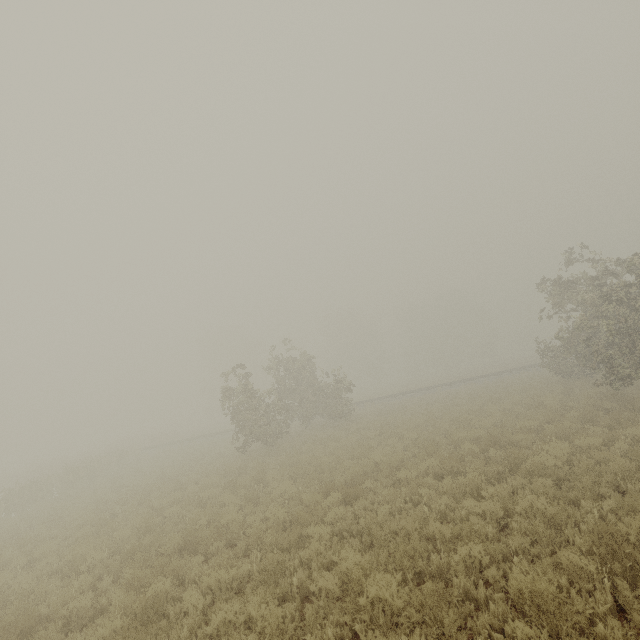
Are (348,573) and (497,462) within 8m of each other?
yes
